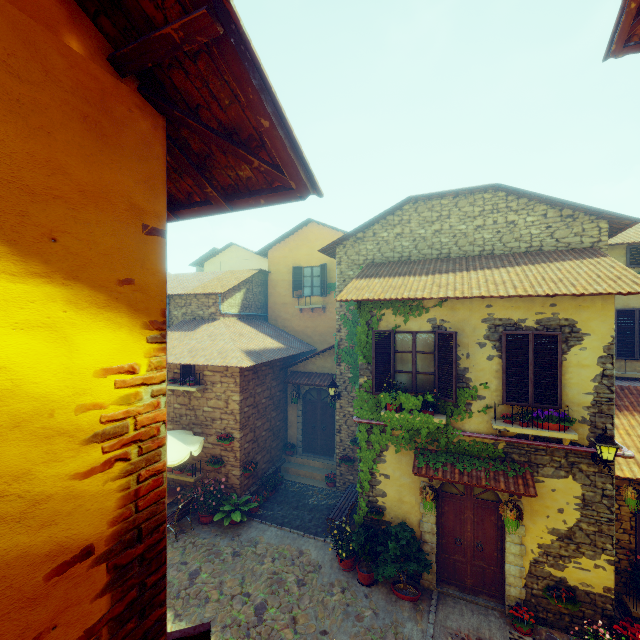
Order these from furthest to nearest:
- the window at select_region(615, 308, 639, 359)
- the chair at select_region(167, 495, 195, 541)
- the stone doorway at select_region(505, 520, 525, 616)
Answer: the window at select_region(615, 308, 639, 359)
the chair at select_region(167, 495, 195, 541)
the stone doorway at select_region(505, 520, 525, 616)

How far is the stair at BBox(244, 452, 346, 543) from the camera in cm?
980

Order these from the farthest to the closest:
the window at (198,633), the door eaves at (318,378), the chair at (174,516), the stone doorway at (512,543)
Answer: the door eaves at (318,378) → the chair at (174,516) → the stone doorway at (512,543) → the window at (198,633)

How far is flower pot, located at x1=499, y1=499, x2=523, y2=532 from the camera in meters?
6.8 m

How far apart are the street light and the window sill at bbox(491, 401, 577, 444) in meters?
0.3

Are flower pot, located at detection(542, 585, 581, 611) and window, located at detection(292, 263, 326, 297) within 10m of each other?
no

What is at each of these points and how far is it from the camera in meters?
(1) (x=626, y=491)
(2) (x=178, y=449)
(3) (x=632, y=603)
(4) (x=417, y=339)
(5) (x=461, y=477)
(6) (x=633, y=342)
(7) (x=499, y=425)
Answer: (1) flower pot, 7.1 m
(2) table, 9.5 m
(3) window sill, 7.2 m
(4) window, 8.2 m
(5) door eaves, 7.2 m
(6) window, 10.4 m
(7) window sill, 7.1 m

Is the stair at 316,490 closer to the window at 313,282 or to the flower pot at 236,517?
the flower pot at 236,517
